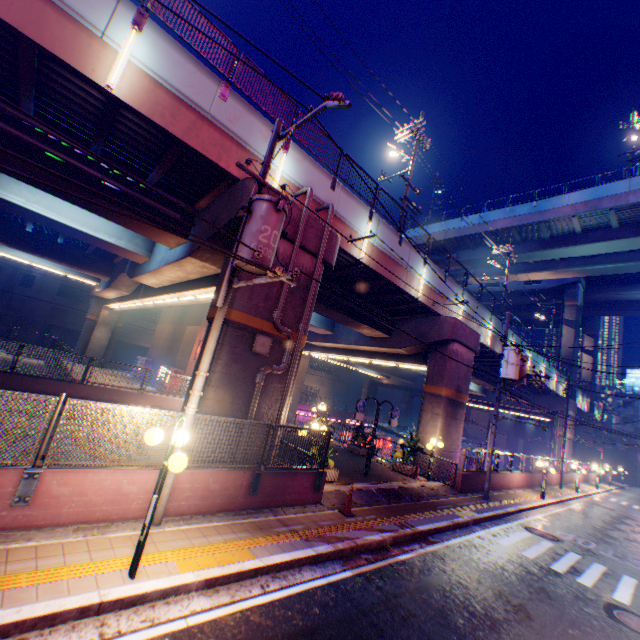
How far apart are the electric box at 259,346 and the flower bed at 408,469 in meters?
10.8

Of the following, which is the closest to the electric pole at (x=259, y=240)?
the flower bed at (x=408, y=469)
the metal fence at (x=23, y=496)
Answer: the metal fence at (x=23, y=496)

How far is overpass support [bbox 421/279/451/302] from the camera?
18.1m

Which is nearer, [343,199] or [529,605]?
[529,605]

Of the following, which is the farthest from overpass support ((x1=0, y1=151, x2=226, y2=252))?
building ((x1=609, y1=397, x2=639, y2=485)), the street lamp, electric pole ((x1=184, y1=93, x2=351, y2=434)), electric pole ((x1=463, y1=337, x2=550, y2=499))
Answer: the street lamp

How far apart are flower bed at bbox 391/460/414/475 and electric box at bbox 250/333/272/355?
10.8 meters

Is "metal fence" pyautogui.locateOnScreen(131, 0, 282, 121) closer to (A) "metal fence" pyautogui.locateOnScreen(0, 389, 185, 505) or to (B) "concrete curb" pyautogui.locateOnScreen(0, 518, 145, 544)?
(A) "metal fence" pyautogui.locateOnScreen(0, 389, 185, 505)

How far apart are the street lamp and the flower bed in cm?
1369
